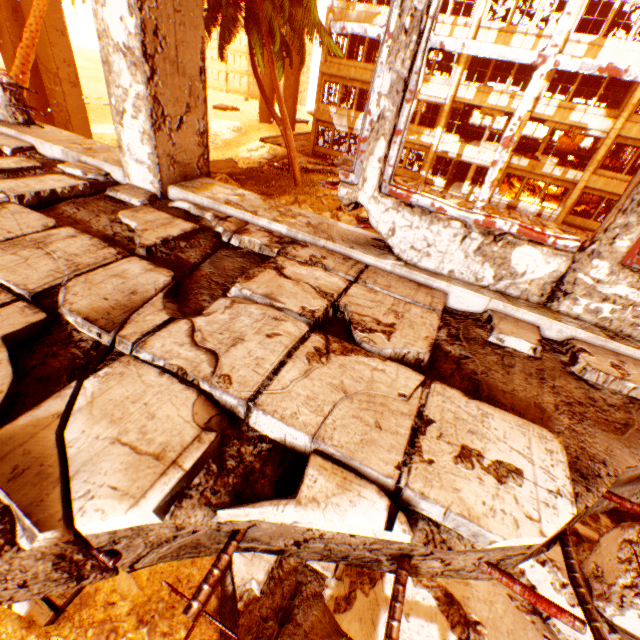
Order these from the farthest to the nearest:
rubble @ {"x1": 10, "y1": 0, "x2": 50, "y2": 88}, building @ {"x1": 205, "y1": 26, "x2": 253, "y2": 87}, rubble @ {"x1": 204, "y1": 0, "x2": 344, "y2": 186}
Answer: building @ {"x1": 205, "y1": 26, "x2": 253, "y2": 87} → rubble @ {"x1": 204, "y1": 0, "x2": 344, "y2": 186} → rubble @ {"x1": 10, "y1": 0, "x2": 50, "y2": 88}

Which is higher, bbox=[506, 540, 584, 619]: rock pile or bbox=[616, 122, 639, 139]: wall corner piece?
bbox=[616, 122, 639, 139]: wall corner piece

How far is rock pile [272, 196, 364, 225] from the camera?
10.1 meters

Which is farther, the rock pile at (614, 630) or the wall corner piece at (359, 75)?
the wall corner piece at (359, 75)

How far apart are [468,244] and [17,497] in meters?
2.3

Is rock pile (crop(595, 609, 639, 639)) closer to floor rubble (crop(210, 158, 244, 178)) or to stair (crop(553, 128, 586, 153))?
stair (crop(553, 128, 586, 153))

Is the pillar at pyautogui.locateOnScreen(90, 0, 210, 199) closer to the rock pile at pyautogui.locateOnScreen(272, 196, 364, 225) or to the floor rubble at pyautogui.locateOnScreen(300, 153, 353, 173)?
the rock pile at pyautogui.locateOnScreen(272, 196, 364, 225)

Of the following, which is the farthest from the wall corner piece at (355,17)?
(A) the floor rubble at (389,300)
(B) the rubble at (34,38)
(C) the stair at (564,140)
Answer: (A) the floor rubble at (389,300)
